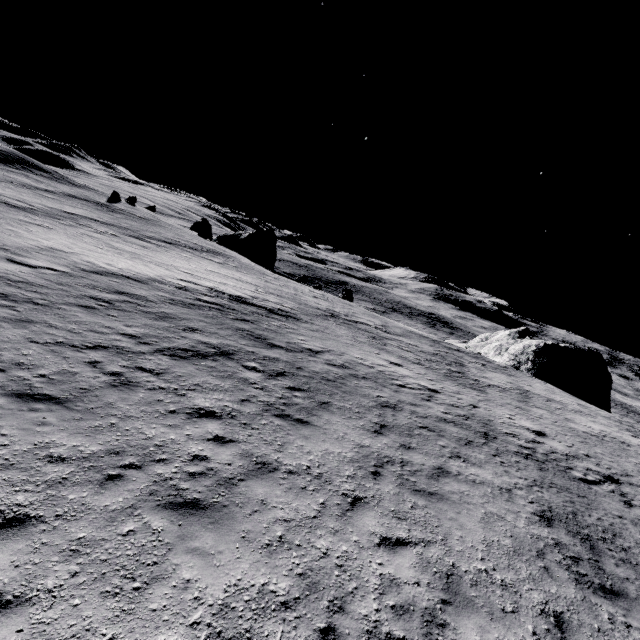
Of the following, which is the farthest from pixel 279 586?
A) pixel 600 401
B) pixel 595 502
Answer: pixel 600 401

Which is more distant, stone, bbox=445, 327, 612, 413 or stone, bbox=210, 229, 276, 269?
stone, bbox=210, 229, 276, 269

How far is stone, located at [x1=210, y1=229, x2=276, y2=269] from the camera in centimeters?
5291cm

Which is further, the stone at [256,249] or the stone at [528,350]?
the stone at [256,249]

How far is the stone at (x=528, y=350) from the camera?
34.52m

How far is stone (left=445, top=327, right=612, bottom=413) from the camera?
34.5 meters
